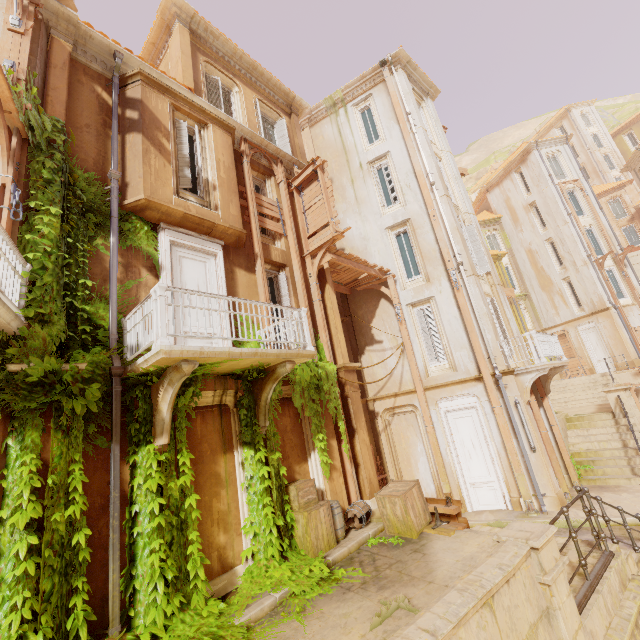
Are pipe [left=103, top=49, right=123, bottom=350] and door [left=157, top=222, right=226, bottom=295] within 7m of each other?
yes

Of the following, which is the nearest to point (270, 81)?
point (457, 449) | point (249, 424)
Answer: point (249, 424)

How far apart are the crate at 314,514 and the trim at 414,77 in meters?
18.8

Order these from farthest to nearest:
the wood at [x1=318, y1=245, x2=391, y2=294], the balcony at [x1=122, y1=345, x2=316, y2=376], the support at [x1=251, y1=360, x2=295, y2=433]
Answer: the wood at [x1=318, y1=245, x2=391, y2=294] → the support at [x1=251, y1=360, x2=295, y2=433] → the balcony at [x1=122, y1=345, x2=316, y2=376]

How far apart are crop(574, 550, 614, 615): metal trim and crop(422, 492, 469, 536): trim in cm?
261

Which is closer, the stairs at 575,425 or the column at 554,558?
the column at 554,558

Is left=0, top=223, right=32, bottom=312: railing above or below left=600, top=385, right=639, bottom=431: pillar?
above

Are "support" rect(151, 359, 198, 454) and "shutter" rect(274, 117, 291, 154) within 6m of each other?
no
